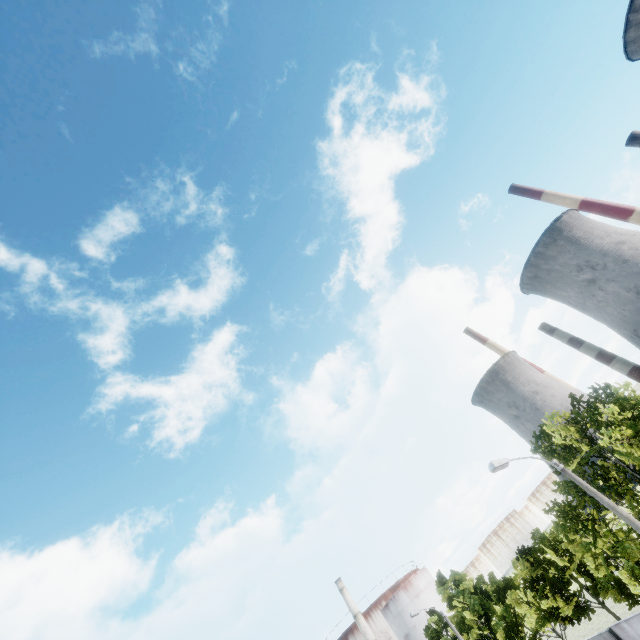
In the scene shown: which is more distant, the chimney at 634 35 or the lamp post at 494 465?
the chimney at 634 35

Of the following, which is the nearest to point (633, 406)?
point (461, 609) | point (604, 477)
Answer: point (604, 477)

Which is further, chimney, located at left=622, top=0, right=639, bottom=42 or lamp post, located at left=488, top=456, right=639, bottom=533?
chimney, located at left=622, top=0, right=639, bottom=42

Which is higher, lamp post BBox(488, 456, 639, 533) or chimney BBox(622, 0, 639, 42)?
chimney BBox(622, 0, 639, 42)

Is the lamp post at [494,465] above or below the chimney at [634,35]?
below
